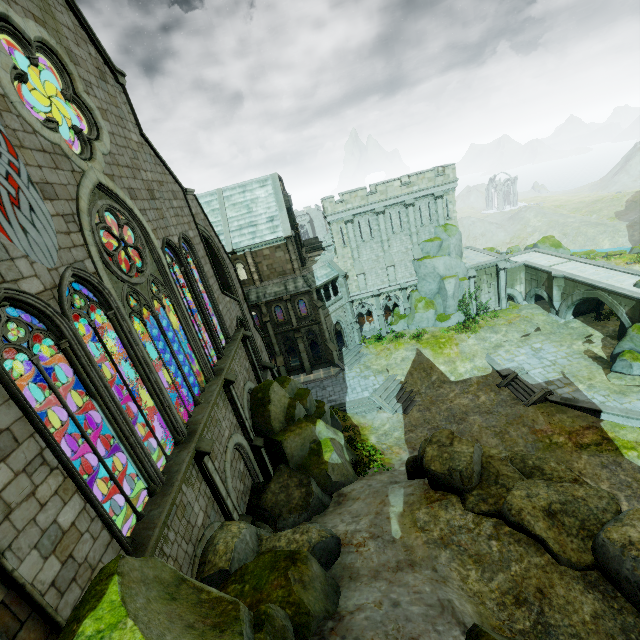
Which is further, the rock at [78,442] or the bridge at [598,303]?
the bridge at [598,303]

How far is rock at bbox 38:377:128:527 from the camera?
19.1m

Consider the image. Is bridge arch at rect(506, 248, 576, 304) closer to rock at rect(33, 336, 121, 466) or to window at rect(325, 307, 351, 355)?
window at rect(325, 307, 351, 355)

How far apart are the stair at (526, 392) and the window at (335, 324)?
16.26m

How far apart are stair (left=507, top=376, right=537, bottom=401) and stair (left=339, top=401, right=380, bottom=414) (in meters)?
10.77

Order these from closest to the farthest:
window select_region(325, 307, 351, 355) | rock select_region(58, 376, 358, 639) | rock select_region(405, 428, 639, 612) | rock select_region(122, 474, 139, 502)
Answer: rock select_region(58, 376, 358, 639), rock select_region(405, 428, 639, 612), rock select_region(122, 474, 139, 502), window select_region(325, 307, 351, 355)

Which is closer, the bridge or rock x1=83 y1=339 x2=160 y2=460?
rock x1=83 y1=339 x2=160 y2=460

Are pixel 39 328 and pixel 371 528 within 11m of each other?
no
